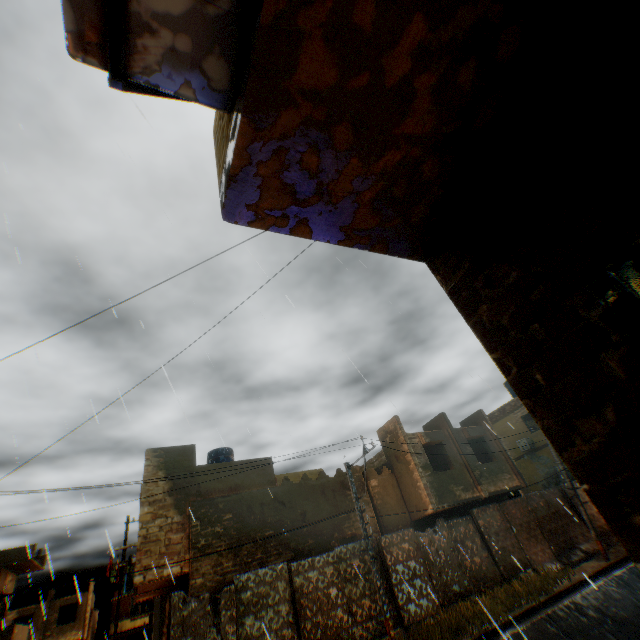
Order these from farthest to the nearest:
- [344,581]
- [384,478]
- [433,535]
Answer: [384,478] → [433,535] → [344,581]

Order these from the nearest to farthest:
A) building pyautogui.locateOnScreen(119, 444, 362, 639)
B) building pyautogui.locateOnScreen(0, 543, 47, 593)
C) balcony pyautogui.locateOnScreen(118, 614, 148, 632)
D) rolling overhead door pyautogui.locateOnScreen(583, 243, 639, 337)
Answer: rolling overhead door pyautogui.locateOnScreen(583, 243, 639, 337) → building pyautogui.locateOnScreen(119, 444, 362, 639) → building pyautogui.locateOnScreen(0, 543, 47, 593) → balcony pyautogui.locateOnScreen(118, 614, 148, 632)

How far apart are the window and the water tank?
33.89m

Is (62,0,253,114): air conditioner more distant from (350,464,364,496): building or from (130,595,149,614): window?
(130,595,149,614): window

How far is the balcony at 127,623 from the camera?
35.88m

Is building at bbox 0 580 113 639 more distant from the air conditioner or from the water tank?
the water tank

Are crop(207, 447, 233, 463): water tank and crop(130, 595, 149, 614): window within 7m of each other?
no

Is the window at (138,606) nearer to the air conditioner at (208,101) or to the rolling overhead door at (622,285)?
the rolling overhead door at (622,285)
